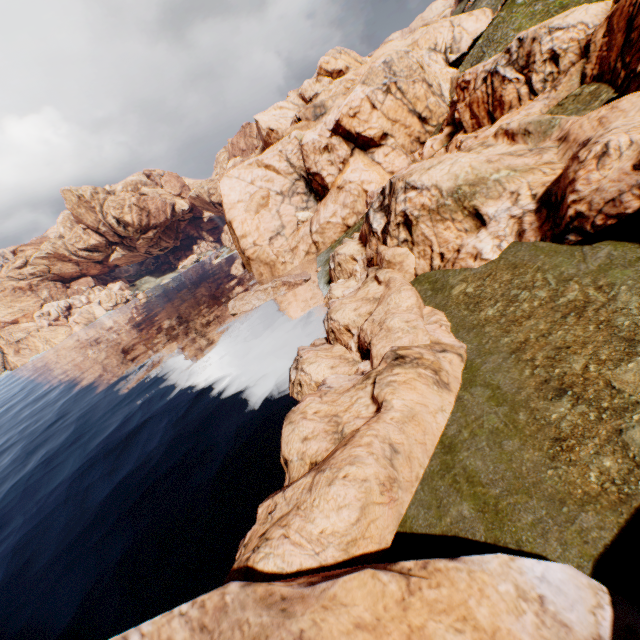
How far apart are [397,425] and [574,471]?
5.45m

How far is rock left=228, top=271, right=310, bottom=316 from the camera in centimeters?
4631cm

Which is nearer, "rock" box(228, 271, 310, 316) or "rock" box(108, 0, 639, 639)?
"rock" box(108, 0, 639, 639)

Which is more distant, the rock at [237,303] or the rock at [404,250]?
the rock at [237,303]

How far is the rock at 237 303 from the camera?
46.3m

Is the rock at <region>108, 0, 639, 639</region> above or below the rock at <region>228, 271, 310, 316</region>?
above
